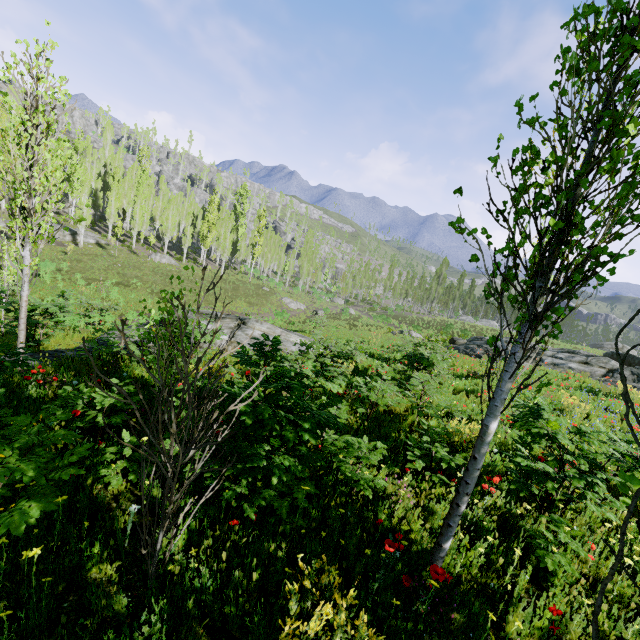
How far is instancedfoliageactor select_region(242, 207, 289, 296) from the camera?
51.0m

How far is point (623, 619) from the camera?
3.3m

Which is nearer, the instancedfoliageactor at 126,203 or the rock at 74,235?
the instancedfoliageactor at 126,203

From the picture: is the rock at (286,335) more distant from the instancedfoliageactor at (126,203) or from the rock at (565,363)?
the rock at (565,363)

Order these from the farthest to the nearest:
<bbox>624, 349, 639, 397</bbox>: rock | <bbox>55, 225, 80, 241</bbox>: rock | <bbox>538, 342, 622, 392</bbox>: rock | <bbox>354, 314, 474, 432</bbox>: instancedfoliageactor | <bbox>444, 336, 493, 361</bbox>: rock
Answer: <bbox>55, 225, 80, 241</bbox>: rock < <bbox>444, 336, 493, 361</bbox>: rock < <bbox>538, 342, 622, 392</bbox>: rock < <bbox>624, 349, 639, 397</bbox>: rock < <bbox>354, 314, 474, 432</bbox>: instancedfoliageactor

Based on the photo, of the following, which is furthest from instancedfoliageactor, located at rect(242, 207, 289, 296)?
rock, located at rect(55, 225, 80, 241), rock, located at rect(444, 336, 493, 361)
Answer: rock, located at rect(444, 336, 493, 361)

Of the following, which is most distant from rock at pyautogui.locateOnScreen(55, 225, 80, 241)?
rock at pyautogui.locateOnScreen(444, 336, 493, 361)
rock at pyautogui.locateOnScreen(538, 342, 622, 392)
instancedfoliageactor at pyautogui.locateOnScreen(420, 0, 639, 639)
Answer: rock at pyautogui.locateOnScreen(444, 336, 493, 361)
